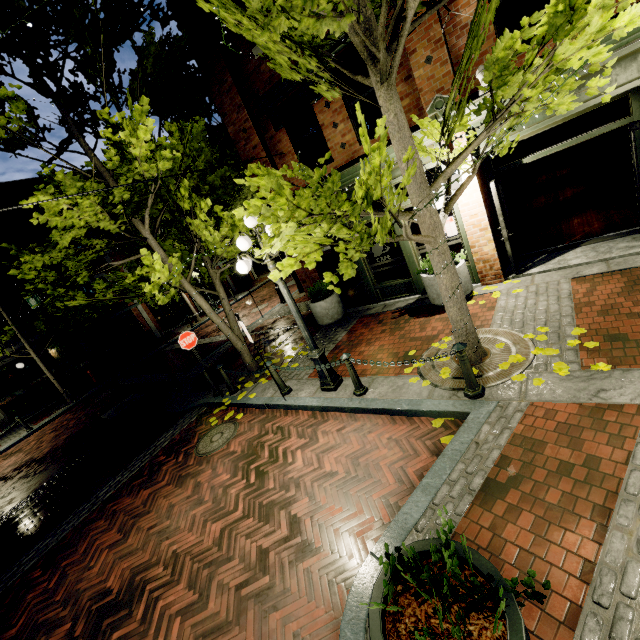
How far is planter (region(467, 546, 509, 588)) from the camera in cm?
221

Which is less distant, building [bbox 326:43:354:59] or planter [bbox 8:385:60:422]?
building [bbox 326:43:354:59]

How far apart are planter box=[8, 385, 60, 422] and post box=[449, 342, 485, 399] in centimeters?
2187cm

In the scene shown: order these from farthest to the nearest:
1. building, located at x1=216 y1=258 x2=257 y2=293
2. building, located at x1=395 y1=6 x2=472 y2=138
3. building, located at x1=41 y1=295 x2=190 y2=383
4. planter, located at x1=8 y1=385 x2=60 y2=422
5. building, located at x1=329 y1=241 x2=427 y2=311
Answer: building, located at x1=216 y1=258 x2=257 y2=293 < building, located at x1=41 y1=295 x2=190 y2=383 < planter, located at x1=8 y1=385 x2=60 y2=422 < building, located at x1=329 y1=241 x2=427 y2=311 < building, located at x1=395 y1=6 x2=472 y2=138

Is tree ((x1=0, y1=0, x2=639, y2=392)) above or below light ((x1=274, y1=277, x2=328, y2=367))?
above

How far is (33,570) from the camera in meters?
5.6

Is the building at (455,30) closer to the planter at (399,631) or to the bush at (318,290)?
the bush at (318,290)

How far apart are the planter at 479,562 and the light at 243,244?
3.7m
